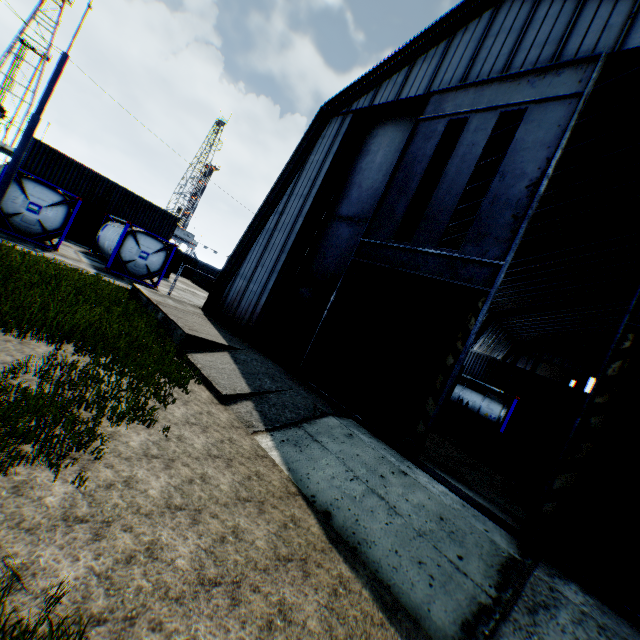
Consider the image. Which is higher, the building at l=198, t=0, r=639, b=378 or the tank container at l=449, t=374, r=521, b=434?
the building at l=198, t=0, r=639, b=378

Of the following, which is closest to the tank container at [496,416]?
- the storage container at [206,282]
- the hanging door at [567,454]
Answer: the hanging door at [567,454]

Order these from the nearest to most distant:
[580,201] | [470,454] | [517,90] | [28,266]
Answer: [517,90] < [28,266] < [470,454] < [580,201]

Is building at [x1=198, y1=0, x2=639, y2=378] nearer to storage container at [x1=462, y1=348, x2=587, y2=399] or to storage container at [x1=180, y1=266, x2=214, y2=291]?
storage container at [x1=462, y1=348, x2=587, y2=399]

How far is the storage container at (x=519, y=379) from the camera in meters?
27.8

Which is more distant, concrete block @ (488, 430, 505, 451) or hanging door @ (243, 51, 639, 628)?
concrete block @ (488, 430, 505, 451)

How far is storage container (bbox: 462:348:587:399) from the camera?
27.8 meters

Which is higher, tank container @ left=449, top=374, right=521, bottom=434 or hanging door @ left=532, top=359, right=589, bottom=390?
hanging door @ left=532, top=359, right=589, bottom=390
